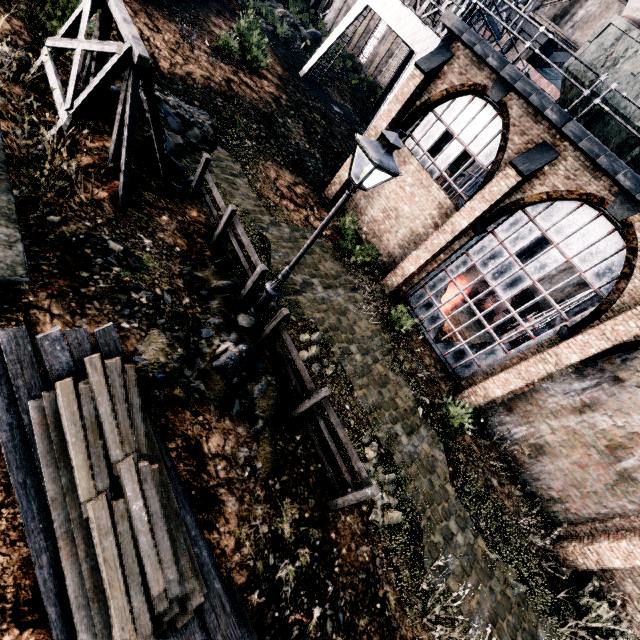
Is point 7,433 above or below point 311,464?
above

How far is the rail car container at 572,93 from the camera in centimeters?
1137cm

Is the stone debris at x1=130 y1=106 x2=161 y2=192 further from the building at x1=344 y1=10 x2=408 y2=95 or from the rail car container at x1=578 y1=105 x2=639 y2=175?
the building at x1=344 y1=10 x2=408 y2=95

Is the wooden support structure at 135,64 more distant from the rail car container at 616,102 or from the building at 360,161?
the rail car container at 616,102

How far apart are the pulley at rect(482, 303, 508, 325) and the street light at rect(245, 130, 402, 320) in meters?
17.2 m

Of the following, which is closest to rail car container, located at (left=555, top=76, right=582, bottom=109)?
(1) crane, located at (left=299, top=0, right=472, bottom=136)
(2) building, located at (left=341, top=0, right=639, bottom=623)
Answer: (2) building, located at (left=341, top=0, right=639, bottom=623)

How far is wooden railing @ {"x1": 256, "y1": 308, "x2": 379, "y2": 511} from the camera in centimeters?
664cm

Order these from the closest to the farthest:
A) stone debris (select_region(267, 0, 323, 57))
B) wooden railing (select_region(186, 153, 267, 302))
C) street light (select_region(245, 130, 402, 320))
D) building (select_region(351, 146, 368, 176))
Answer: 1. street light (select_region(245, 130, 402, 320))
2. wooden railing (select_region(186, 153, 267, 302))
3. building (select_region(351, 146, 368, 176))
4. stone debris (select_region(267, 0, 323, 57))
